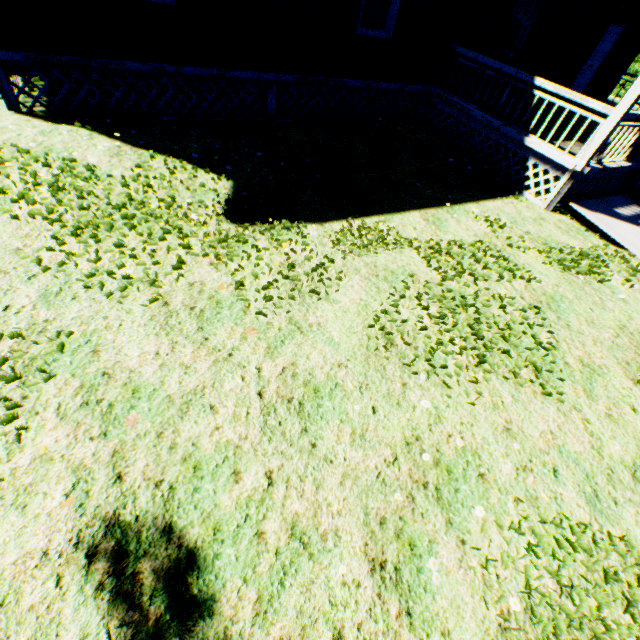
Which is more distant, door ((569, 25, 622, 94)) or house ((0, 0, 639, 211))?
door ((569, 25, 622, 94))

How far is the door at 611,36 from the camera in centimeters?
1117cm

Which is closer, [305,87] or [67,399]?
[67,399]

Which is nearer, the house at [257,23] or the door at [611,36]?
the house at [257,23]

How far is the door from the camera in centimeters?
1117cm
